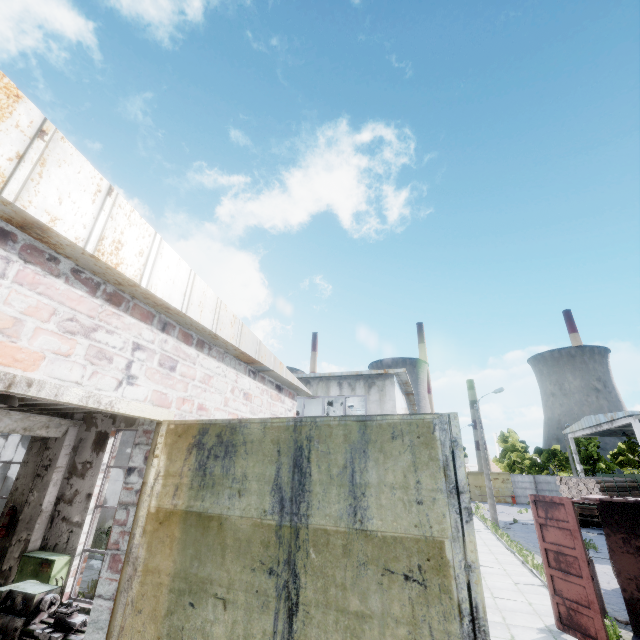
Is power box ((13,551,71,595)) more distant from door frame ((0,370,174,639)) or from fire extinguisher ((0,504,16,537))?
door frame ((0,370,174,639))

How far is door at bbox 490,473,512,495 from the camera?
45.8m

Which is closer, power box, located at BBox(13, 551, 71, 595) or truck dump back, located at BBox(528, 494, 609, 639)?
power box, located at BBox(13, 551, 71, 595)

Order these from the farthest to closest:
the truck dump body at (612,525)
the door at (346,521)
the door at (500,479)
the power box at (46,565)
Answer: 1. the door at (500,479)
2. the truck dump body at (612,525)
3. the power box at (46,565)
4. the door at (346,521)

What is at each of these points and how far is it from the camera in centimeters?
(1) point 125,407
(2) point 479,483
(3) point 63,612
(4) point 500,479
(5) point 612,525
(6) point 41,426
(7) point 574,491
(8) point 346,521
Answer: (1) door frame, 283cm
(2) door, 4722cm
(3) lathe, 475cm
(4) door, 4666cm
(5) truck dump body, 871cm
(6) column beam, 702cm
(7) log pile, 2553cm
(8) door, 220cm

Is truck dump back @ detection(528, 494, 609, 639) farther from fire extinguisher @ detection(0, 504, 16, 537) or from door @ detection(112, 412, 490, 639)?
fire extinguisher @ detection(0, 504, 16, 537)

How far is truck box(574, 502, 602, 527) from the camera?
24.3 meters

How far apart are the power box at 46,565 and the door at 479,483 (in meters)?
52.99
